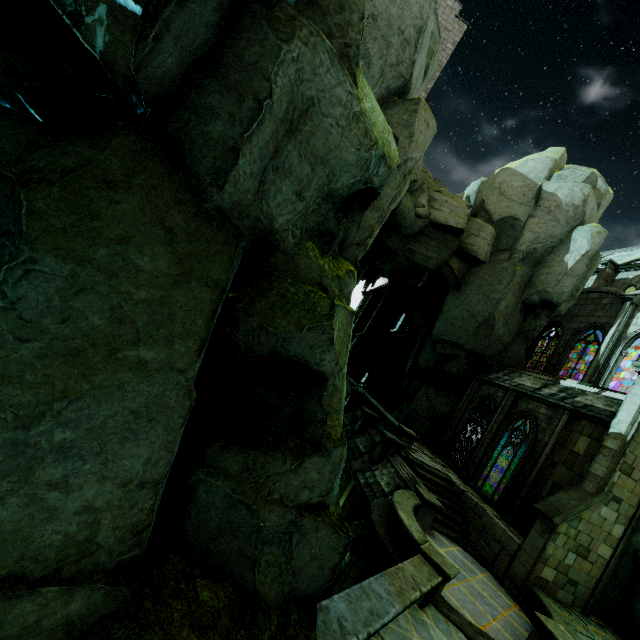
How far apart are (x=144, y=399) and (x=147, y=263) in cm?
143

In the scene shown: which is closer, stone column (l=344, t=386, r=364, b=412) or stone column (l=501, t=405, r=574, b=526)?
stone column (l=501, t=405, r=574, b=526)

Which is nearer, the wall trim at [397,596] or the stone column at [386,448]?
the wall trim at [397,596]

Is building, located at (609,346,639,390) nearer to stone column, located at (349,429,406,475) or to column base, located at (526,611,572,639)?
column base, located at (526,611,572,639)

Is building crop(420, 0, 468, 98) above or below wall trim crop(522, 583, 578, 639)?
above

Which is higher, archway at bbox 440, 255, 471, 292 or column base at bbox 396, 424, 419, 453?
archway at bbox 440, 255, 471, 292

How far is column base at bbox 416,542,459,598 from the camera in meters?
8.2 m

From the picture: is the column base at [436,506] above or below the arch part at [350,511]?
above
